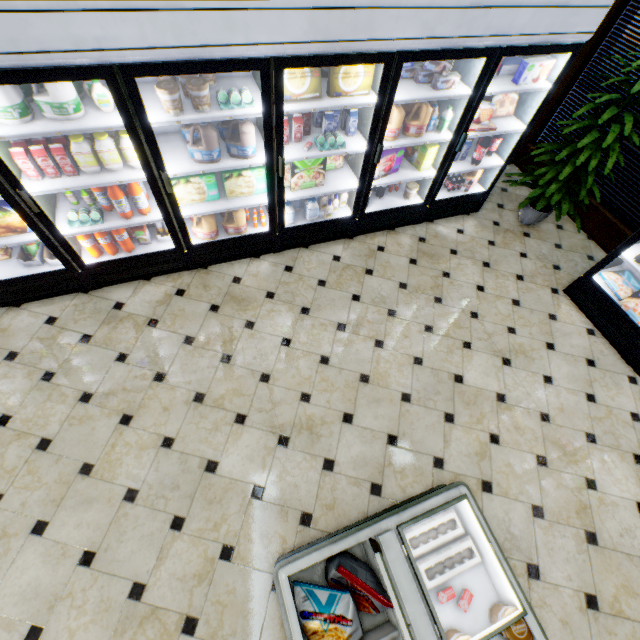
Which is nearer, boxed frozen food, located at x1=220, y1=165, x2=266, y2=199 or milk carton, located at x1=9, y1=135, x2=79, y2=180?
milk carton, located at x1=9, y1=135, x2=79, y2=180

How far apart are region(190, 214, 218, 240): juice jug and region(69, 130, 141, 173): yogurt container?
0.70m

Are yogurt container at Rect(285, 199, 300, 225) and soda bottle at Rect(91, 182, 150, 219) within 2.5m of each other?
yes

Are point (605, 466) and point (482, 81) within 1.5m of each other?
no

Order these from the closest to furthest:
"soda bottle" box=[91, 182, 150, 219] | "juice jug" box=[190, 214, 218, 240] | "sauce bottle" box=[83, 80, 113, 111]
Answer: "sauce bottle" box=[83, 80, 113, 111] → "soda bottle" box=[91, 182, 150, 219] → "juice jug" box=[190, 214, 218, 240]

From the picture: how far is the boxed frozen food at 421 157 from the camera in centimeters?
354cm

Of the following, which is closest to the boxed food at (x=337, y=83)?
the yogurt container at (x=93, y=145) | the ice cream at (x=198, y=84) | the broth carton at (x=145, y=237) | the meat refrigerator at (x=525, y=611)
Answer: the ice cream at (x=198, y=84)

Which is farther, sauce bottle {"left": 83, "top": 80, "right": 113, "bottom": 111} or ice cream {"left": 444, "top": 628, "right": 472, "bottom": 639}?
sauce bottle {"left": 83, "top": 80, "right": 113, "bottom": 111}
